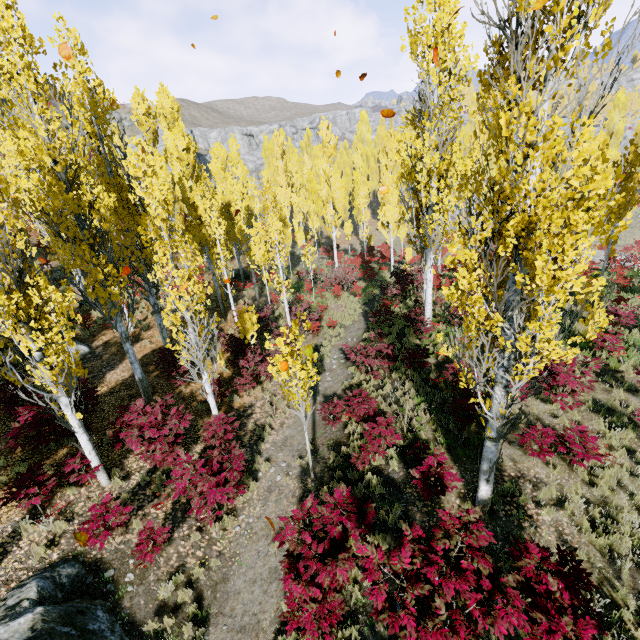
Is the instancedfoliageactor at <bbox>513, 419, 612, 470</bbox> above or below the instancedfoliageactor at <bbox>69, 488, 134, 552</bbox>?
above

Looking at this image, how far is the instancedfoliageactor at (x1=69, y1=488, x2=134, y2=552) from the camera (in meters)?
6.92

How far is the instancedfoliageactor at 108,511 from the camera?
6.9 meters

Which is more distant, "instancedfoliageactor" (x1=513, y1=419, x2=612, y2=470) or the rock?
"instancedfoliageactor" (x1=513, y1=419, x2=612, y2=470)

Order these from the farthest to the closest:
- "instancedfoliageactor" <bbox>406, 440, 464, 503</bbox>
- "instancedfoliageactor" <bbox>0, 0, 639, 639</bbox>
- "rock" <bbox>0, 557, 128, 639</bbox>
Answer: "instancedfoliageactor" <bbox>406, 440, 464, 503</bbox>
"rock" <bbox>0, 557, 128, 639</bbox>
"instancedfoliageactor" <bbox>0, 0, 639, 639</bbox>

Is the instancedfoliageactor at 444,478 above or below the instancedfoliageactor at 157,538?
above

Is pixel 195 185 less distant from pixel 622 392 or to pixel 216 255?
pixel 216 255
